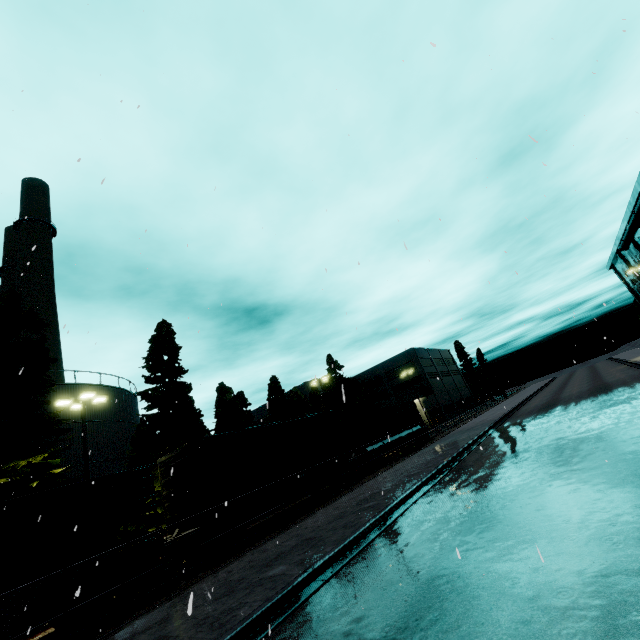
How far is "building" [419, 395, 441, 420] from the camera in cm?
5503

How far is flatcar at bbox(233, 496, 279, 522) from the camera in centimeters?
1466cm

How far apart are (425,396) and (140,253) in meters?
53.1 m

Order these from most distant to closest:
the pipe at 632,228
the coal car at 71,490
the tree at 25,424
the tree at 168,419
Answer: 1. the pipe at 632,228
2. the tree at 168,419
3. the tree at 25,424
4. the coal car at 71,490

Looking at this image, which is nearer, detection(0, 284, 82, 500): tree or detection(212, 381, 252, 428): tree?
detection(0, 284, 82, 500): tree

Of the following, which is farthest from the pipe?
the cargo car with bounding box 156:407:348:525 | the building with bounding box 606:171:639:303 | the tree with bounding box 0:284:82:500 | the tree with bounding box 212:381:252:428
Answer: the tree with bounding box 212:381:252:428

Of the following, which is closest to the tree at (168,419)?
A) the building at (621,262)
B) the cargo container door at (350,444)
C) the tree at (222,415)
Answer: the cargo container door at (350,444)

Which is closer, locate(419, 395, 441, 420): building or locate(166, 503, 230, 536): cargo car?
locate(166, 503, 230, 536): cargo car
